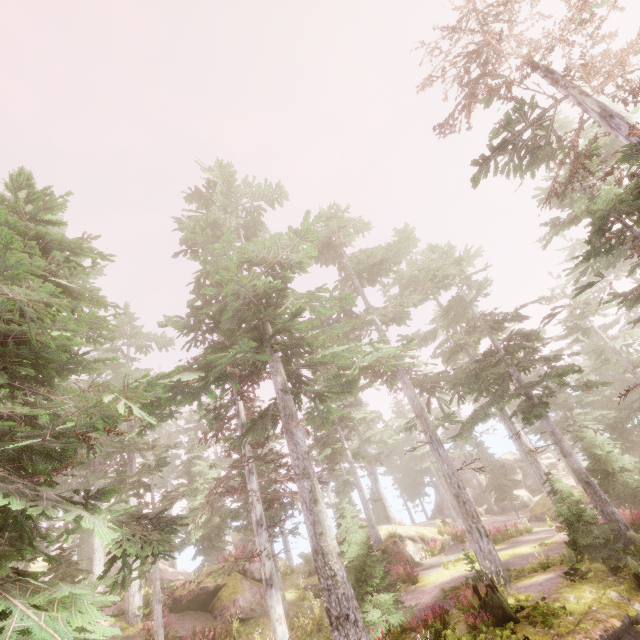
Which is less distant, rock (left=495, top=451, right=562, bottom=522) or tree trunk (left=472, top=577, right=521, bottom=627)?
tree trunk (left=472, top=577, right=521, bottom=627)

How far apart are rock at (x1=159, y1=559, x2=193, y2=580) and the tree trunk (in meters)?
36.40

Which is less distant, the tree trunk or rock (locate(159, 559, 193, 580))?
the tree trunk

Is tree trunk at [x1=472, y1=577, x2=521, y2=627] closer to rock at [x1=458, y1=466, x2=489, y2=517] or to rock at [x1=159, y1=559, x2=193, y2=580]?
rock at [x1=458, y1=466, x2=489, y2=517]

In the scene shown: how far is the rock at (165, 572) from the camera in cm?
3531

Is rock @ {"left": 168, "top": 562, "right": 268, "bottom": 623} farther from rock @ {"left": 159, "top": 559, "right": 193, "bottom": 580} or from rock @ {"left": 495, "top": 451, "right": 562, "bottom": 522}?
rock @ {"left": 495, "top": 451, "right": 562, "bottom": 522}

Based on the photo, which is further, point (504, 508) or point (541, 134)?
point (504, 508)

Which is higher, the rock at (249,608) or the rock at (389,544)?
the rock at (249,608)
